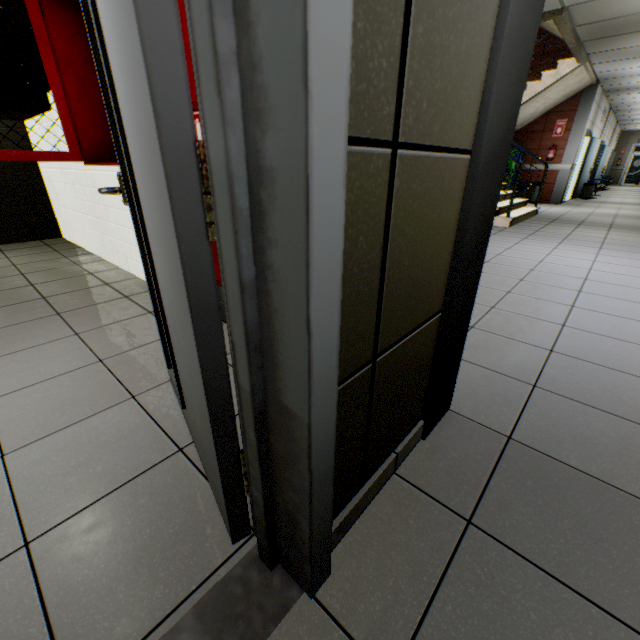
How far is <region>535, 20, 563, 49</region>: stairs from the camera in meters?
6.2 m

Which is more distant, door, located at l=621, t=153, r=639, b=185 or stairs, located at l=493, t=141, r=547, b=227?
door, located at l=621, t=153, r=639, b=185

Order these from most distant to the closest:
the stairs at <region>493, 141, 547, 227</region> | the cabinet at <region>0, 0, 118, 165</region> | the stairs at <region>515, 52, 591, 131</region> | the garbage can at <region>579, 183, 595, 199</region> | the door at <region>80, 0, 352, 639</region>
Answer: the garbage can at <region>579, 183, 595, 199</region> < the stairs at <region>515, 52, 591, 131</region> < the stairs at <region>493, 141, 547, 227</region> < the cabinet at <region>0, 0, 118, 165</region> < the door at <region>80, 0, 352, 639</region>

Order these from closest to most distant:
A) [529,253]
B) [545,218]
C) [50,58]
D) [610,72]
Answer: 1. [50,58]
2. [529,253]
3. [545,218]
4. [610,72]

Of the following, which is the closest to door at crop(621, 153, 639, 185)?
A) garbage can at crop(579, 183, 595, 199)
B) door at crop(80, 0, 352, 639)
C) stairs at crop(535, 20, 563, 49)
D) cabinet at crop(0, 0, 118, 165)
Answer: garbage can at crop(579, 183, 595, 199)

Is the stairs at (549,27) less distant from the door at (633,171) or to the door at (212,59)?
the door at (212,59)

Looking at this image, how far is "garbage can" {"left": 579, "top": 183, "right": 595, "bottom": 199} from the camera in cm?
1192

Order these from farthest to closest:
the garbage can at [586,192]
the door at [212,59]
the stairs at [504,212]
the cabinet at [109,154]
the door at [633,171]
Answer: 1. the door at [633,171]
2. the garbage can at [586,192]
3. the stairs at [504,212]
4. the cabinet at [109,154]
5. the door at [212,59]
